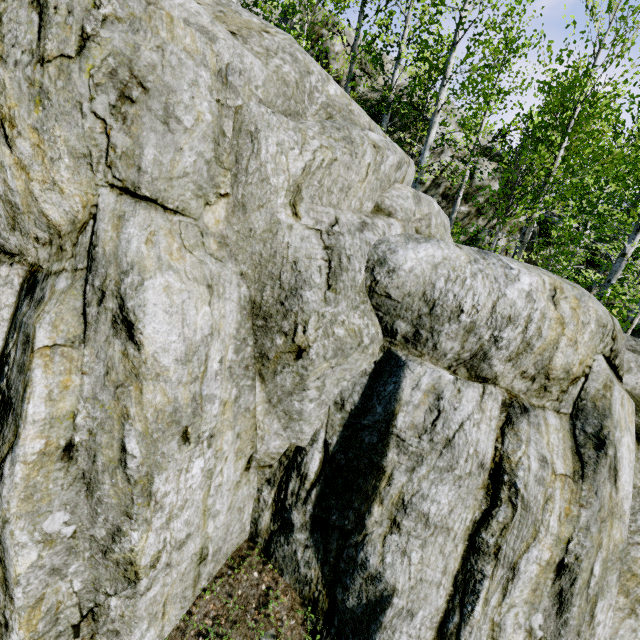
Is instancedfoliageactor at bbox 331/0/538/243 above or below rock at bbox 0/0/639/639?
above

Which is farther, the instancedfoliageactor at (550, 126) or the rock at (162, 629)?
the instancedfoliageactor at (550, 126)

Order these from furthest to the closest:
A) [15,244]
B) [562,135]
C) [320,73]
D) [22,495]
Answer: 1. [562,135]
2. [320,73]
3. [15,244]
4. [22,495]

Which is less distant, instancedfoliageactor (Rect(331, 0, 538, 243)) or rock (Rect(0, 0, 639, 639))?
rock (Rect(0, 0, 639, 639))
